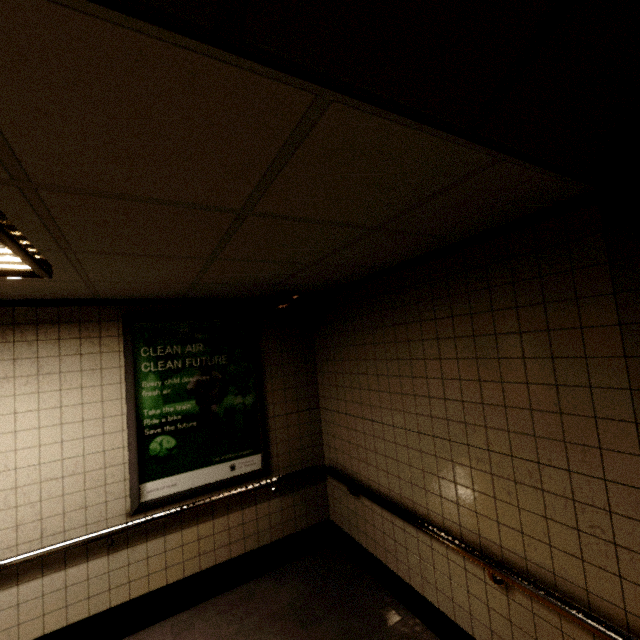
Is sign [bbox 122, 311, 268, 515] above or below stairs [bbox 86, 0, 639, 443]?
below

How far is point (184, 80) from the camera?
0.70m

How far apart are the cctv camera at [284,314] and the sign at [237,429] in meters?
0.4

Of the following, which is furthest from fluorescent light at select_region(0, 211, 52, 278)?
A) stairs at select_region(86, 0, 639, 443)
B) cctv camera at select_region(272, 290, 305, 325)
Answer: cctv camera at select_region(272, 290, 305, 325)

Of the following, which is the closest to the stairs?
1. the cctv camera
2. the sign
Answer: the cctv camera

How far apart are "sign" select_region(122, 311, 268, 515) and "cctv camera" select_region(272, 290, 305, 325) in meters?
0.4

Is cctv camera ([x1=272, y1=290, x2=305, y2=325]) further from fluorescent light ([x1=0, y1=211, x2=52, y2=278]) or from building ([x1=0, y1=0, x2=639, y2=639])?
fluorescent light ([x1=0, y1=211, x2=52, y2=278])

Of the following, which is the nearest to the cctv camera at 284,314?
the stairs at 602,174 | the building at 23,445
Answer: the building at 23,445
